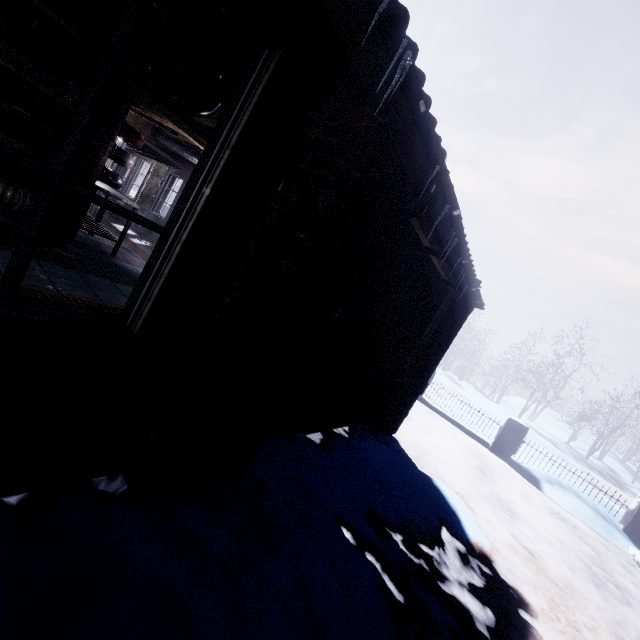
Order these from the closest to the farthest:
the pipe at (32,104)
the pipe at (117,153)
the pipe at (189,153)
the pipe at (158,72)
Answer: the pipe at (158,72)
the pipe at (32,104)
the pipe at (117,153)
the pipe at (189,153)

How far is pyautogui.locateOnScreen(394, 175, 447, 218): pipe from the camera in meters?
1.9

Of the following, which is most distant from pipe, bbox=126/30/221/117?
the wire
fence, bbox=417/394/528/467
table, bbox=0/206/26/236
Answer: fence, bbox=417/394/528/467

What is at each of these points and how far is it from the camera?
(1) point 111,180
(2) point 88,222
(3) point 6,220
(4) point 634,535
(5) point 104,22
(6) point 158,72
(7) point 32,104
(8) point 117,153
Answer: (1) pipe, 4.2 meters
(2) table, 4.9 meters
(3) table, 2.9 meters
(4) fence, 5.8 meters
(5) pipe, 2.0 meters
(6) pipe, 2.3 meters
(7) pipe, 2.9 meters
(8) pipe, 4.1 meters

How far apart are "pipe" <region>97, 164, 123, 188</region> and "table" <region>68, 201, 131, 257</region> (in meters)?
0.07

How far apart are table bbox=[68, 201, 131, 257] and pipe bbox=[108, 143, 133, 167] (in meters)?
0.39

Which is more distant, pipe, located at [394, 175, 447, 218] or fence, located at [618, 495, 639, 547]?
fence, located at [618, 495, 639, 547]

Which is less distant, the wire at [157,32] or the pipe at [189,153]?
the wire at [157,32]
